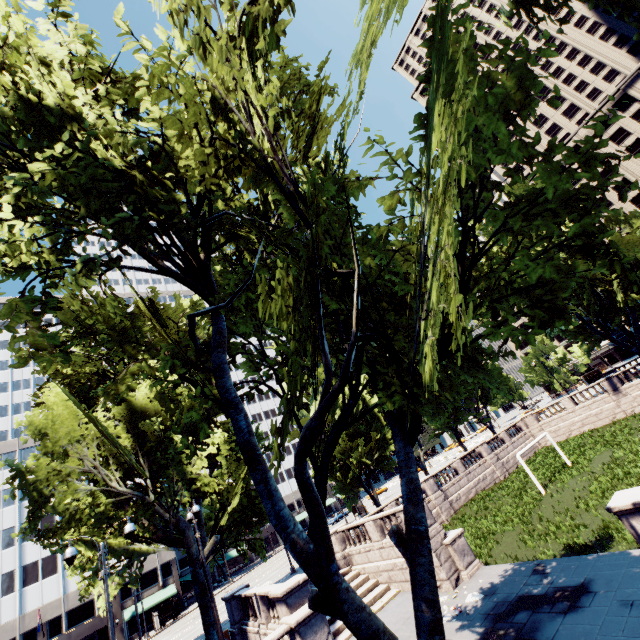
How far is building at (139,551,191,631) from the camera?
46.4m

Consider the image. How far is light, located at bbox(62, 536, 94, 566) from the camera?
11.4m

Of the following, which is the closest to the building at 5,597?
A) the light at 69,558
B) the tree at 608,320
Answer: the tree at 608,320

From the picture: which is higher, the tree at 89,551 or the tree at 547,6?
the tree at 547,6

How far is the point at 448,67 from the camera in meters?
6.1

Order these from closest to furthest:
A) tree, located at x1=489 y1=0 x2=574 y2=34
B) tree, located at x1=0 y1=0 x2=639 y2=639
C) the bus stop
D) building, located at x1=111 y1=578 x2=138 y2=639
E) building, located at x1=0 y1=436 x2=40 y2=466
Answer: tree, located at x1=0 y1=0 x2=639 y2=639 < tree, located at x1=489 y1=0 x2=574 y2=34 < the bus stop < building, located at x1=111 y1=578 x2=138 y2=639 < building, located at x1=0 y1=436 x2=40 y2=466

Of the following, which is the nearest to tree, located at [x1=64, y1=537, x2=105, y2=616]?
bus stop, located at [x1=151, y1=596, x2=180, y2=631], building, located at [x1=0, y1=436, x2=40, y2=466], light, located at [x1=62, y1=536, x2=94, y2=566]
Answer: building, located at [x1=0, y1=436, x2=40, y2=466]

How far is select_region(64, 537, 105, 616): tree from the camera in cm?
1416
